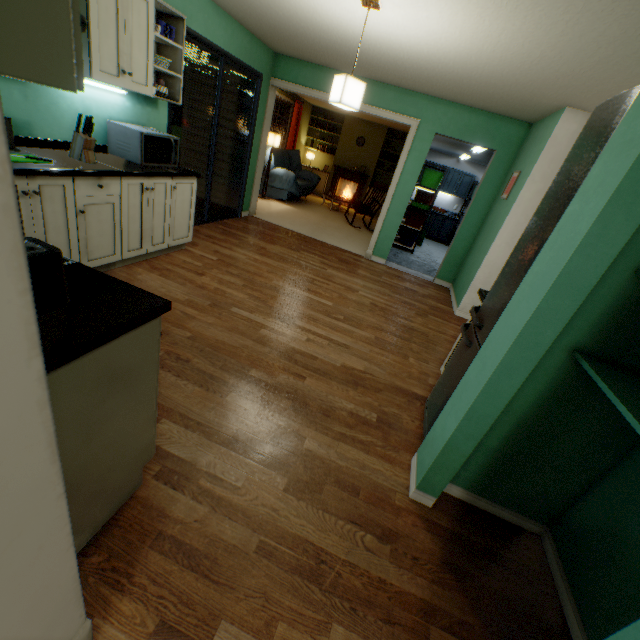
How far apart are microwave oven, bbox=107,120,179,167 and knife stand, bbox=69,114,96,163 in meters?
0.4

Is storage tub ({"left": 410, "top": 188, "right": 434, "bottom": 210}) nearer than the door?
No

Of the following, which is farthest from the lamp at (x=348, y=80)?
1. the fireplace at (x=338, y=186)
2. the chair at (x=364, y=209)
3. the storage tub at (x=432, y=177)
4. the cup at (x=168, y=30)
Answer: the fireplace at (x=338, y=186)

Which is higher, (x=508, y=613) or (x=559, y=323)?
(x=559, y=323)

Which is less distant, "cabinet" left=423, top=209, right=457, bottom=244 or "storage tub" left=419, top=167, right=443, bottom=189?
"storage tub" left=419, top=167, right=443, bottom=189

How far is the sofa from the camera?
7.68m

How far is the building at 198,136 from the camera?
5.3 meters

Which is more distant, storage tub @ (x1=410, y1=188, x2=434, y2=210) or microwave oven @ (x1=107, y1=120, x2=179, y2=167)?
storage tub @ (x1=410, y1=188, x2=434, y2=210)
